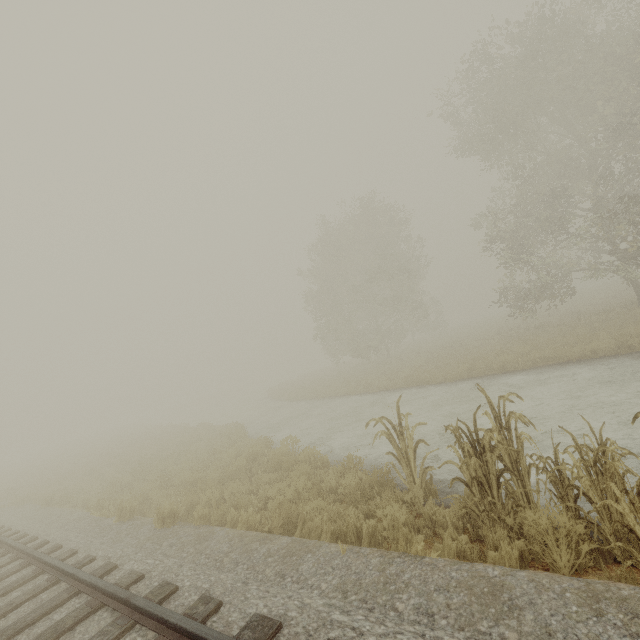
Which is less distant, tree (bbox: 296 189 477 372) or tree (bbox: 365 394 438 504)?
tree (bbox: 365 394 438 504)

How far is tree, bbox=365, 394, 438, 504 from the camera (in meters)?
5.89

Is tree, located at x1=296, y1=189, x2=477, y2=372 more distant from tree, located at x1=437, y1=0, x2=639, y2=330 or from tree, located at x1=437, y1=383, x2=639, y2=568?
tree, located at x1=437, y1=383, x2=639, y2=568

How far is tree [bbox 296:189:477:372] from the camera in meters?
26.2 m

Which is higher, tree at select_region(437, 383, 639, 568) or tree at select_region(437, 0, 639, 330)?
tree at select_region(437, 0, 639, 330)

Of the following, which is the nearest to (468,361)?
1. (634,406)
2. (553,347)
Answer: (553,347)

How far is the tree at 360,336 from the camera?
26.22m

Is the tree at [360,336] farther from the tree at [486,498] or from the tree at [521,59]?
the tree at [486,498]
